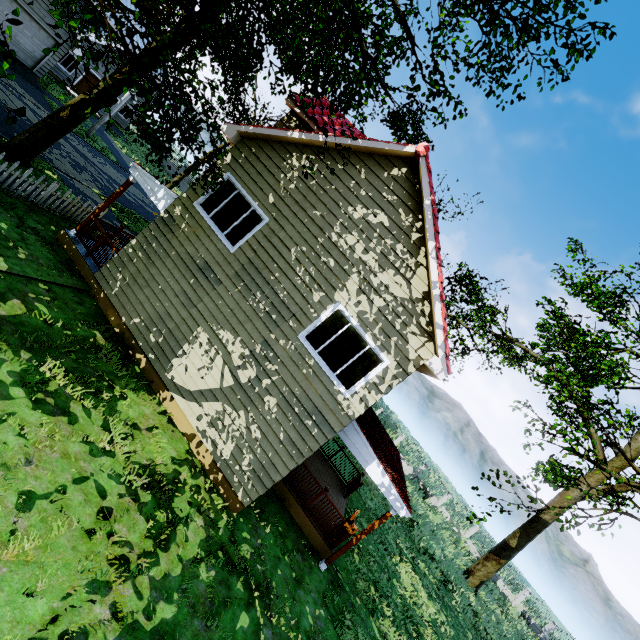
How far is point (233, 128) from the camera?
9.0 meters

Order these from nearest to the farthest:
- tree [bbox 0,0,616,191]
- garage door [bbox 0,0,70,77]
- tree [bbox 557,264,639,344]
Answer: tree [bbox 0,0,616,191], tree [bbox 557,264,639,344], garage door [bbox 0,0,70,77]

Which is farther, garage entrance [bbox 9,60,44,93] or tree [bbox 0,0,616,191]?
garage entrance [bbox 9,60,44,93]

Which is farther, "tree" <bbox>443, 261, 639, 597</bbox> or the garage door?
the garage door

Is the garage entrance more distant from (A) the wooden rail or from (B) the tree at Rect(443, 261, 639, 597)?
(A) the wooden rail

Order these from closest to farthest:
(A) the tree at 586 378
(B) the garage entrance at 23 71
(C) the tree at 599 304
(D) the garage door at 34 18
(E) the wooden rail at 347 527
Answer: (E) the wooden rail at 347 527 < (A) the tree at 586 378 < (C) the tree at 599 304 < (D) the garage door at 34 18 < (B) the garage entrance at 23 71

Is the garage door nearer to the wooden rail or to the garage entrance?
the garage entrance

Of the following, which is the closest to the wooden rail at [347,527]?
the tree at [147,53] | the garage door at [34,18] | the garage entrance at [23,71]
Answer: the tree at [147,53]
